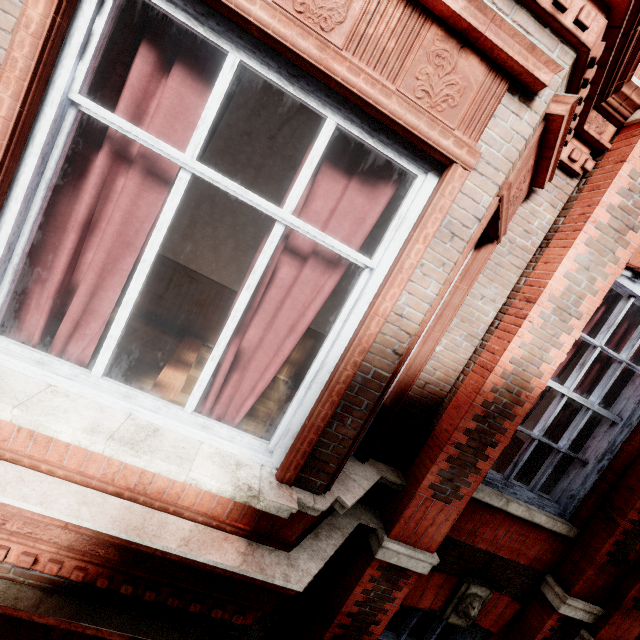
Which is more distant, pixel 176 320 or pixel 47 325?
pixel 176 320
